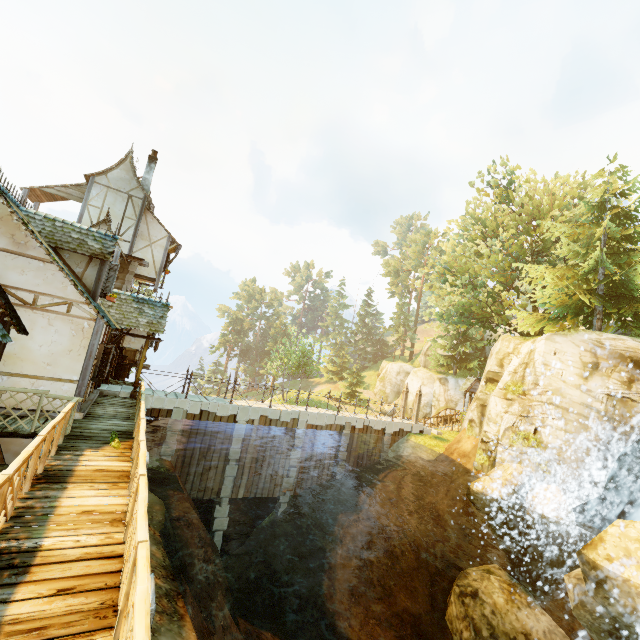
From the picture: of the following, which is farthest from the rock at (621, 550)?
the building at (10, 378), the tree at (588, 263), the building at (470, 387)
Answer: the building at (470, 387)

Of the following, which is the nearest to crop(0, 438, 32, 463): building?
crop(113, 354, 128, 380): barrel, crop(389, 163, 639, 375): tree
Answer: crop(113, 354, 128, 380): barrel

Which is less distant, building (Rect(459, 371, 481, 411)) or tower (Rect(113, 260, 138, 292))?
tower (Rect(113, 260, 138, 292))

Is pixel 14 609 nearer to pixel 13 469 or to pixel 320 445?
pixel 13 469

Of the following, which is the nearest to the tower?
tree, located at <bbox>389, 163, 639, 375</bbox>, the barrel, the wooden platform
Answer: the barrel

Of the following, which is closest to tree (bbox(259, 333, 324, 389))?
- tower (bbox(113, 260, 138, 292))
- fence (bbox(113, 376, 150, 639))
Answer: fence (bbox(113, 376, 150, 639))

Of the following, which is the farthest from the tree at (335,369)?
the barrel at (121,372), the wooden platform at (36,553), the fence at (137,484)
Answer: the barrel at (121,372)

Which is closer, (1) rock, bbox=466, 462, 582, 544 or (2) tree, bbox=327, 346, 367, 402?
(1) rock, bbox=466, 462, 582, 544
